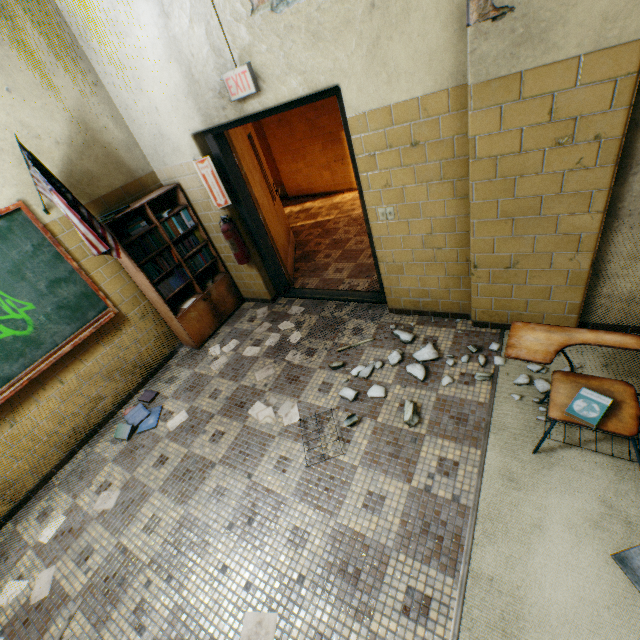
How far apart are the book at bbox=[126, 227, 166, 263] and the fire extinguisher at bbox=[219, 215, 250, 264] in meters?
0.5

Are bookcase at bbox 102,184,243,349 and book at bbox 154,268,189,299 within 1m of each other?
yes

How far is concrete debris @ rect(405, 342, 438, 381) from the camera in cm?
284

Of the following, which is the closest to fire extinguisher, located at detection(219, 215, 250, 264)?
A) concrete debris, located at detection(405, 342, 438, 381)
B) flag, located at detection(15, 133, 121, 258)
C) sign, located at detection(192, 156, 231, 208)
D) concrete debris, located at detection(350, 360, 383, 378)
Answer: sign, located at detection(192, 156, 231, 208)

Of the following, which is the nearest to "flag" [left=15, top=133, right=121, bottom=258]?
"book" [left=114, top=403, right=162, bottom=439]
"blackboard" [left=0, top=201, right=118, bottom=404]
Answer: "blackboard" [left=0, top=201, right=118, bottom=404]

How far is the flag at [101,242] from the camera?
2.6 meters

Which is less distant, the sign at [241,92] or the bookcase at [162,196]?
the sign at [241,92]

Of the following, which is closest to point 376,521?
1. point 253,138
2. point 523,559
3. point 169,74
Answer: point 523,559
